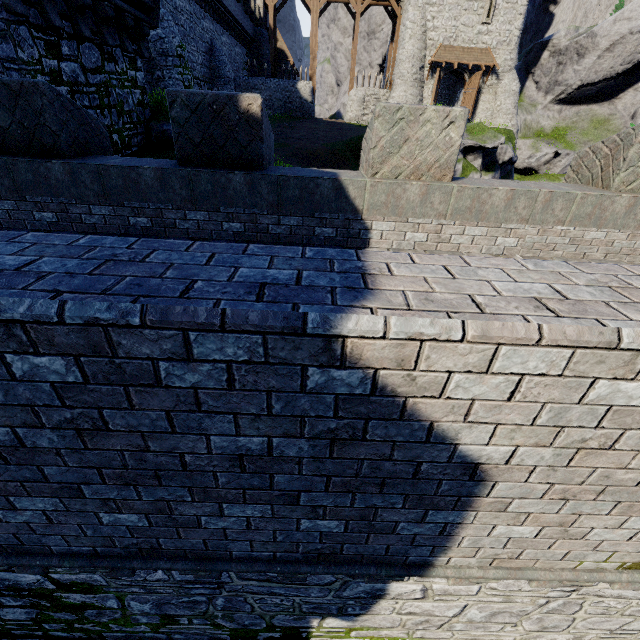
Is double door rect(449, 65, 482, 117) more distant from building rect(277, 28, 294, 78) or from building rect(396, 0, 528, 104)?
building rect(277, 28, 294, 78)

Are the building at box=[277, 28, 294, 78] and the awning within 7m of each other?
no

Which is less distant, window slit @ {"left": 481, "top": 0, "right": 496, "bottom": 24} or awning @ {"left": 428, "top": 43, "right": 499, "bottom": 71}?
window slit @ {"left": 481, "top": 0, "right": 496, "bottom": 24}

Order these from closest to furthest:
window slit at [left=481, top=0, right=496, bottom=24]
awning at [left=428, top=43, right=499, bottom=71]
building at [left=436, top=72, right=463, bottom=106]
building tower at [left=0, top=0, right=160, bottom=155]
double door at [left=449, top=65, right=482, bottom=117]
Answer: building tower at [left=0, top=0, right=160, bottom=155] < window slit at [left=481, top=0, right=496, bottom=24] < awning at [left=428, top=43, right=499, bottom=71] < double door at [left=449, top=65, right=482, bottom=117] < building at [left=436, top=72, right=463, bottom=106]

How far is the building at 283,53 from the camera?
38.9 meters

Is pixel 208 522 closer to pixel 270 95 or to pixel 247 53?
pixel 270 95

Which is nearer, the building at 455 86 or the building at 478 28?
the building at 478 28

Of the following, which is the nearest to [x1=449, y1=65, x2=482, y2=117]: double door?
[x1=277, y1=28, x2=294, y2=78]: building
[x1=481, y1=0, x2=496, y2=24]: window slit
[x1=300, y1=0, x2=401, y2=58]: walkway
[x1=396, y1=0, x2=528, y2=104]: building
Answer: [x1=396, y1=0, x2=528, y2=104]: building
